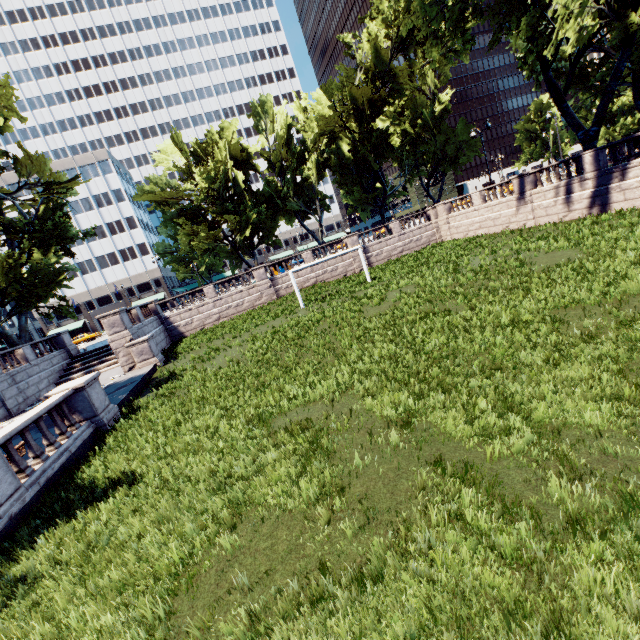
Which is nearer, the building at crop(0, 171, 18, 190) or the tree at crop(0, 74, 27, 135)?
the tree at crop(0, 74, 27, 135)

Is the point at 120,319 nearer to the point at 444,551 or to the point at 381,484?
the point at 381,484

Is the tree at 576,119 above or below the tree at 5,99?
below

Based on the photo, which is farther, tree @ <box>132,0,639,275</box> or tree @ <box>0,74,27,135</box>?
tree @ <box>0,74,27,135</box>

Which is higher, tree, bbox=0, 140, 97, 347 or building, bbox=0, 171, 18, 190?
building, bbox=0, 171, 18, 190

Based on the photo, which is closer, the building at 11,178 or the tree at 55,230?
the tree at 55,230

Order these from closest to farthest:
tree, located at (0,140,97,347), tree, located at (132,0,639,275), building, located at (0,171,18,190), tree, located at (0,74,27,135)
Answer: tree, located at (132,0,639,275), tree, located at (0,140,97,347), tree, located at (0,74,27,135), building, located at (0,171,18,190)
